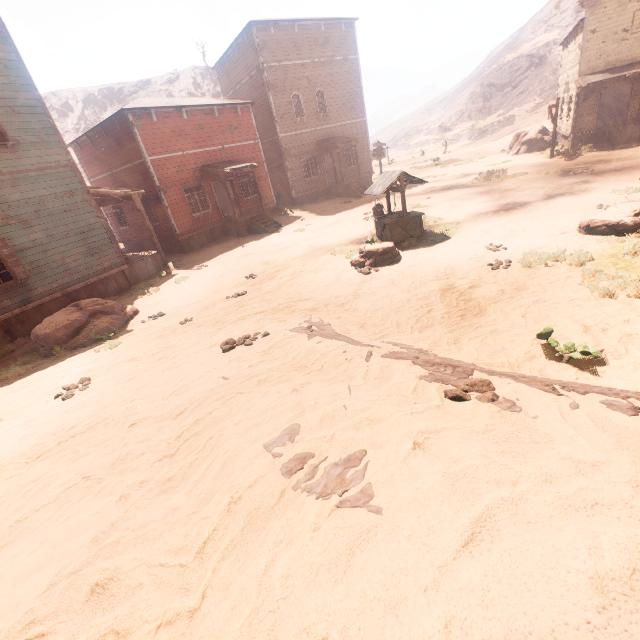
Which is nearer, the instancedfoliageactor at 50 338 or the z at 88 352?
the z at 88 352

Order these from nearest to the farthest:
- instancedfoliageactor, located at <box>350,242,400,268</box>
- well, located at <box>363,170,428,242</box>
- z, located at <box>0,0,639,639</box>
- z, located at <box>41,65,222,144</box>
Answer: z, located at <box>0,0,639,639</box>, instancedfoliageactor, located at <box>350,242,400,268</box>, well, located at <box>363,170,428,242</box>, z, located at <box>41,65,222,144</box>

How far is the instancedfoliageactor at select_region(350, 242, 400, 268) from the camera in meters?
9.8

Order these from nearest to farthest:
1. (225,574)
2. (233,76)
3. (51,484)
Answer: (225,574), (51,484), (233,76)

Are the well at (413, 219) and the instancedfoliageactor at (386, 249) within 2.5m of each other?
yes

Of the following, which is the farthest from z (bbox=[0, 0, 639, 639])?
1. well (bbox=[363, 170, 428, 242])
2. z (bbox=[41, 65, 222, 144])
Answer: z (bbox=[41, 65, 222, 144])

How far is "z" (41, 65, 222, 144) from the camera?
51.56m

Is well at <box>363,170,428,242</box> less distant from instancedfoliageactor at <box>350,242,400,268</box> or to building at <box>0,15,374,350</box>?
instancedfoliageactor at <box>350,242,400,268</box>
